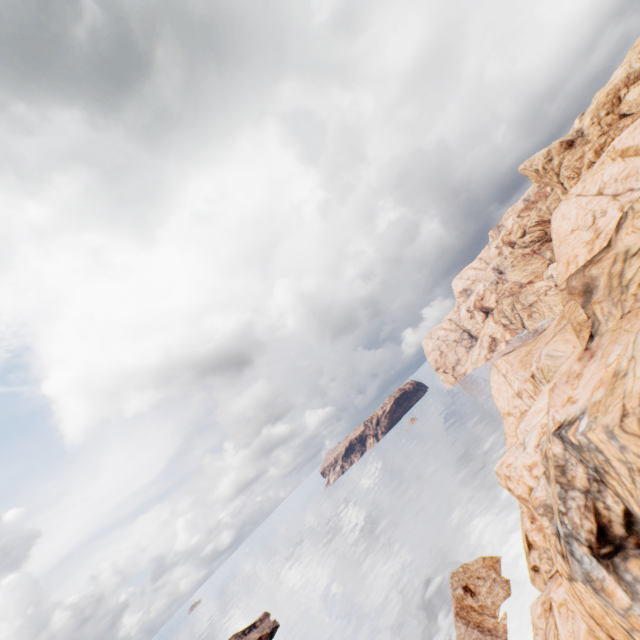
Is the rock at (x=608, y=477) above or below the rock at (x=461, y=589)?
above

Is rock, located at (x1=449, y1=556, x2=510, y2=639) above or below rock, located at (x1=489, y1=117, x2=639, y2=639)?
below

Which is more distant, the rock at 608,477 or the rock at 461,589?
the rock at 461,589

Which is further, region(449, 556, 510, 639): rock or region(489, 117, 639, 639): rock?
region(449, 556, 510, 639): rock

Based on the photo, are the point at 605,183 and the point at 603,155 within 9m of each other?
yes
